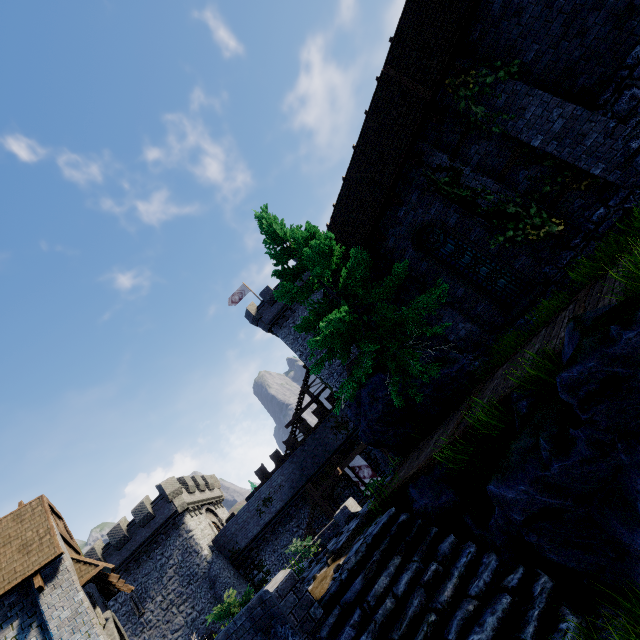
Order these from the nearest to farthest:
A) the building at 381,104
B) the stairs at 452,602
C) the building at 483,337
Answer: the stairs at 452,602, the building at 381,104, the building at 483,337

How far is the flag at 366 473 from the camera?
24.4m

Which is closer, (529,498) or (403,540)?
(529,498)

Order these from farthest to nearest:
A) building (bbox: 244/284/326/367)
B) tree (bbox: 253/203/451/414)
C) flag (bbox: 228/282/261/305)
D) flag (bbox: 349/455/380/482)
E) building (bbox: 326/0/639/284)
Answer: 1. flag (bbox: 228/282/261/305)
2. building (bbox: 244/284/326/367)
3. flag (bbox: 349/455/380/482)
4. tree (bbox: 253/203/451/414)
5. building (bbox: 326/0/639/284)

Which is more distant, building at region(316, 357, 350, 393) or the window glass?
building at region(316, 357, 350, 393)

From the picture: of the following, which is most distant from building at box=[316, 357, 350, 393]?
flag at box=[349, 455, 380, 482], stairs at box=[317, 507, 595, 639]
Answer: stairs at box=[317, 507, 595, 639]

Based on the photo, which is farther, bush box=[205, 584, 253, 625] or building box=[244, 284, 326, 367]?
building box=[244, 284, 326, 367]

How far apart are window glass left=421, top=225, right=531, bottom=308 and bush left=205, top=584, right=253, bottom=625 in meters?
11.3
